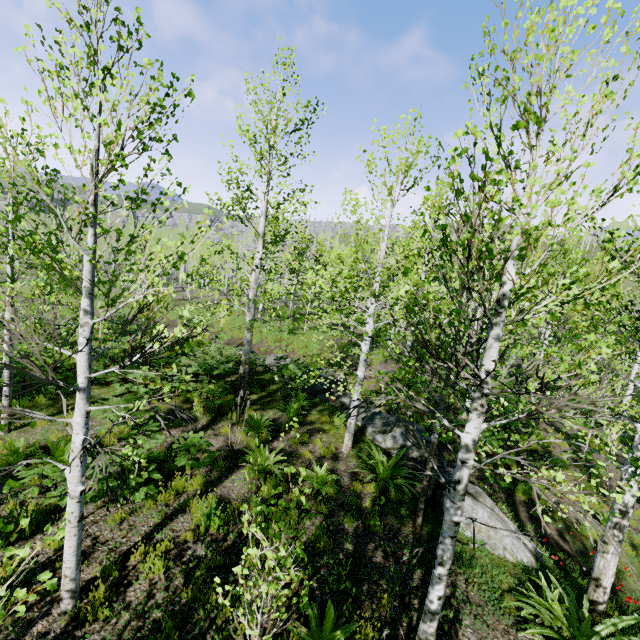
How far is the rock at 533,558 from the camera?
6.25m

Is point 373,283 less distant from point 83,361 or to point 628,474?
point 628,474

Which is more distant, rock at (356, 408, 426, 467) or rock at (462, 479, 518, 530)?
rock at (356, 408, 426, 467)

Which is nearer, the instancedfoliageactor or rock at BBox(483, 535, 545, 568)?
the instancedfoliageactor

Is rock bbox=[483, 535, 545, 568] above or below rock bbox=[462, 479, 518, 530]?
below

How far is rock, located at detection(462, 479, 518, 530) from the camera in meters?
6.7 m

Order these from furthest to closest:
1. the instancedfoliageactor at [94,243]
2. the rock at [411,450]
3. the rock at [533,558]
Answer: the rock at [411,450]
the rock at [533,558]
the instancedfoliageactor at [94,243]
